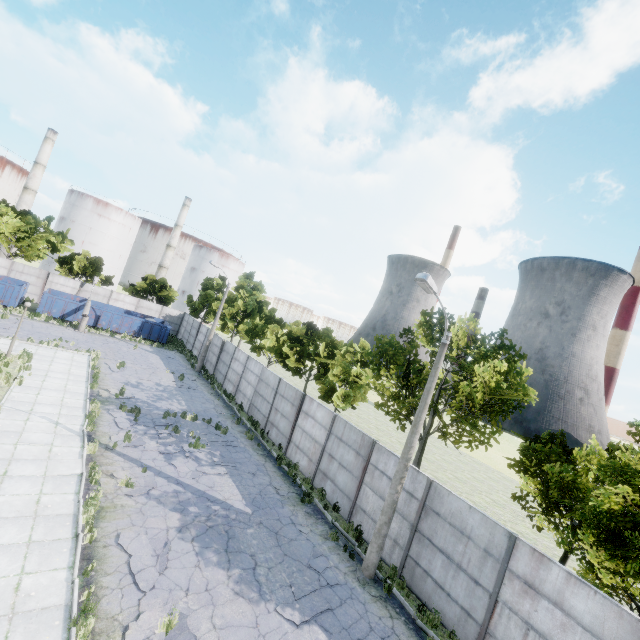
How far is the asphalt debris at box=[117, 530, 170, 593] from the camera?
8.1 meters

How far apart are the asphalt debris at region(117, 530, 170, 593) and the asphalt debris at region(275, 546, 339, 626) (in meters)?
3.24

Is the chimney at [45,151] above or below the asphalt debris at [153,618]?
above

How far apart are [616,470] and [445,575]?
6.2 meters

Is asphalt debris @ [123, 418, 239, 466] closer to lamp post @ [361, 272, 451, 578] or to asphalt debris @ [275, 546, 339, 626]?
asphalt debris @ [275, 546, 339, 626]

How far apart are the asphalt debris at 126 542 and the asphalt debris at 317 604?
3.2 meters

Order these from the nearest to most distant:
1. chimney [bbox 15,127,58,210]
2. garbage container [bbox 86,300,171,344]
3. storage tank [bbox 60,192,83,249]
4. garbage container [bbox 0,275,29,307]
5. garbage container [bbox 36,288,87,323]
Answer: garbage container [bbox 0,275,29,307] → garbage container [bbox 36,288,87,323] → garbage container [bbox 86,300,171,344] → chimney [bbox 15,127,58,210] → storage tank [bbox 60,192,83,249]

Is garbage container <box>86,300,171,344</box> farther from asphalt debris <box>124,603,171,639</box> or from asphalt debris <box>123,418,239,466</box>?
asphalt debris <box>124,603,171,639</box>
